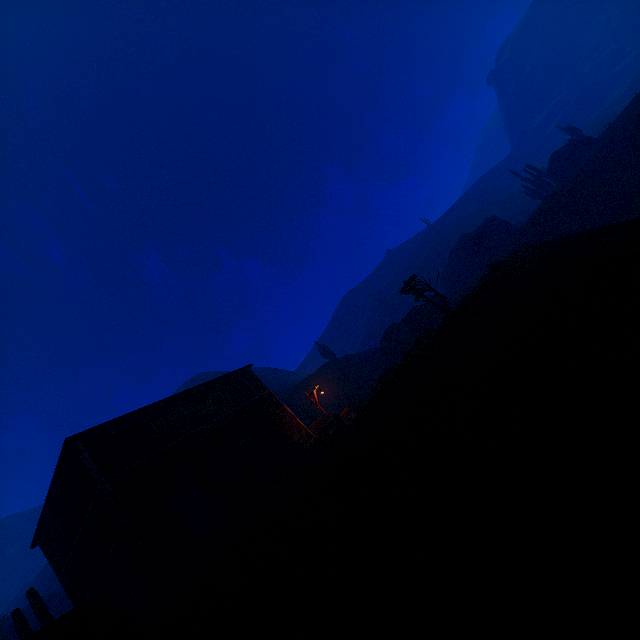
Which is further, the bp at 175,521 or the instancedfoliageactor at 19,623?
the instancedfoliageactor at 19,623

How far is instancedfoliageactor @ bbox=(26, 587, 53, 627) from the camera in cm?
1284

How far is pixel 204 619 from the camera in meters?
5.0

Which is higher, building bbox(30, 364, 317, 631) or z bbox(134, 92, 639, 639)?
building bbox(30, 364, 317, 631)

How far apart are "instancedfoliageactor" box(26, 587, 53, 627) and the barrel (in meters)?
8.59

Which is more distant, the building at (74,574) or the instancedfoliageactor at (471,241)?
the instancedfoliageactor at (471,241)

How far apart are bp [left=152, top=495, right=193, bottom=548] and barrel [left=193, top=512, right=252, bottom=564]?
1.0m

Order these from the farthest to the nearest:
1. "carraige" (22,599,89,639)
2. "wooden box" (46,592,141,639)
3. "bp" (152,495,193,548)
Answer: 1. "bp" (152,495,193,548)
2. "carraige" (22,599,89,639)
3. "wooden box" (46,592,141,639)
